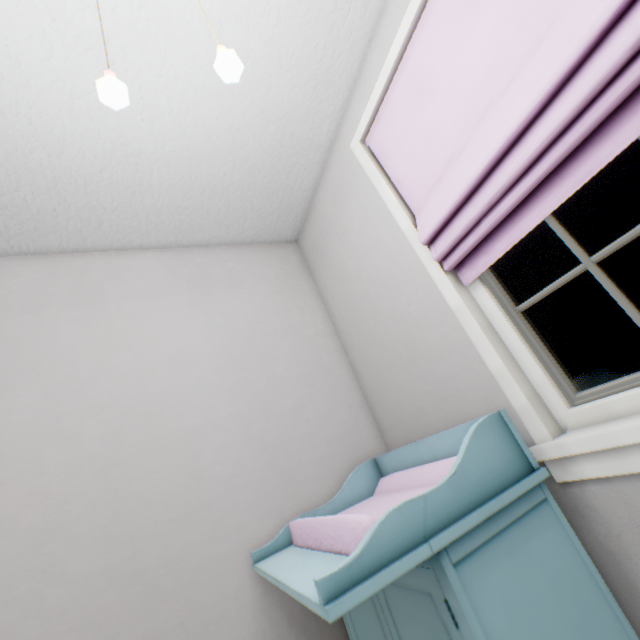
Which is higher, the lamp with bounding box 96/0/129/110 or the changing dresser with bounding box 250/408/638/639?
the lamp with bounding box 96/0/129/110

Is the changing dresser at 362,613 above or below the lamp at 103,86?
below

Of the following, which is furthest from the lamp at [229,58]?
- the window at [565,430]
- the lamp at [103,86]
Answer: the window at [565,430]

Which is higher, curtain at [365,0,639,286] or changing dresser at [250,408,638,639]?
curtain at [365,0,639,286]

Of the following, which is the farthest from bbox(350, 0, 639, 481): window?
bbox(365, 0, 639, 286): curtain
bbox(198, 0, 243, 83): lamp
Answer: bbox(198, 0, 243, 83): lamp

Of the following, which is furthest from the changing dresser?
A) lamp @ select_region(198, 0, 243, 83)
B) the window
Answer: A: lamp @ select_region(198, 0, 243, 83)

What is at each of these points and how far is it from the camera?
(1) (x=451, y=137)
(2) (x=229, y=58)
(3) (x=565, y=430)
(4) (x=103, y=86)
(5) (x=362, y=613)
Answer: (1) curtain, 1.1m
(2) lamp, 0.8m
(3) window, 1.0m
(4) lamp, 0.8m
(5) changing dresser, 1.1m
